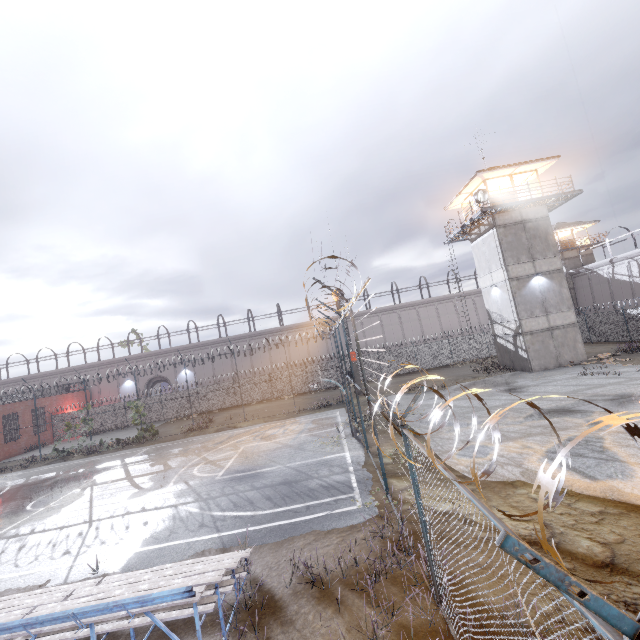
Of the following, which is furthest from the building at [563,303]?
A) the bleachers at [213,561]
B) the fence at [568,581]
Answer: the bleachers at [213,561]

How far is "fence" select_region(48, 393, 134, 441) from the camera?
34.5 meters

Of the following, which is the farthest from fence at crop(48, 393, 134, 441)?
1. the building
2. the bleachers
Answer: the building

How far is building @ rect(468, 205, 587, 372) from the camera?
22.70m

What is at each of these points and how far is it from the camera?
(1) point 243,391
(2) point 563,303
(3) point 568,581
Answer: (1) fence, 34.8 meters
(2) building, 23.0 meters
(3) fence, 1.3 meters

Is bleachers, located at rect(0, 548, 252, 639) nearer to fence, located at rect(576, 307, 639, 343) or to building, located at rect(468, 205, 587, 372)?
fence, located at rect(576, 307, 639, 343)
